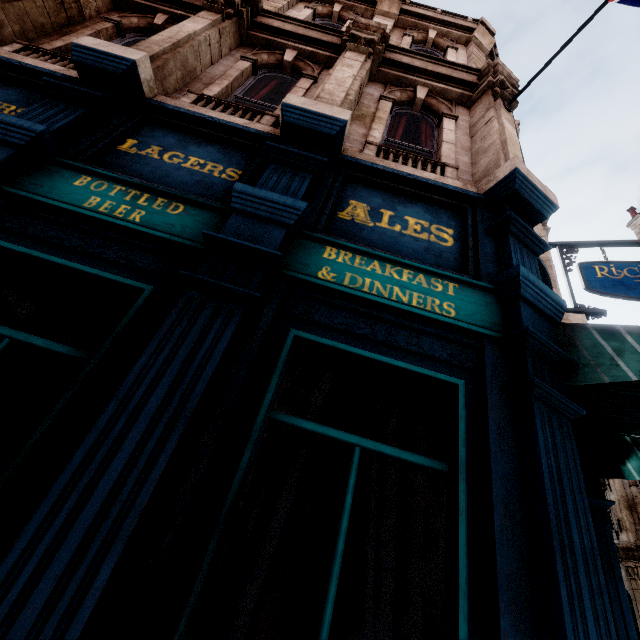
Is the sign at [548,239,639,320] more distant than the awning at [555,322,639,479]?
Yes

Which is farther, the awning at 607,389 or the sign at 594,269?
the sign at 594,269

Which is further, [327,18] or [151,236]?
[327,18]

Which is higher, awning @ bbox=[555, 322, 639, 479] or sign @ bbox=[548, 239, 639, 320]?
sign @ bbox=[548, 239, 639, 320]

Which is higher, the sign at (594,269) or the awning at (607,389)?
the sign at (594,269)
